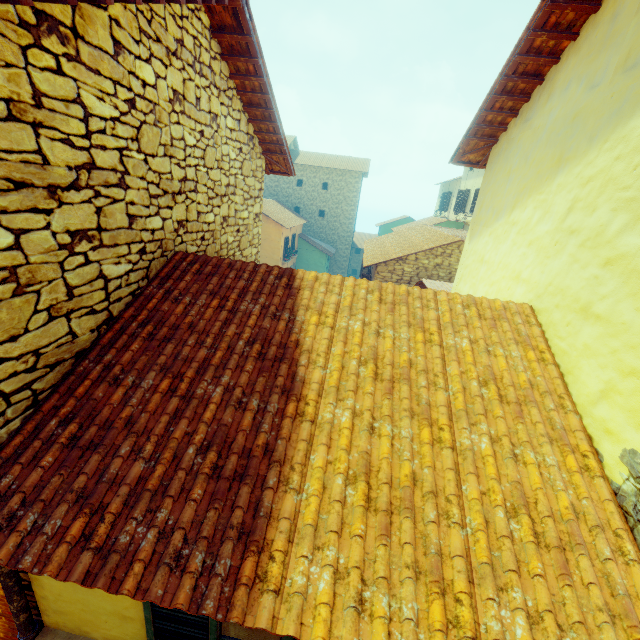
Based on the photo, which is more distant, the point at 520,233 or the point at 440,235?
the point at 440,235
